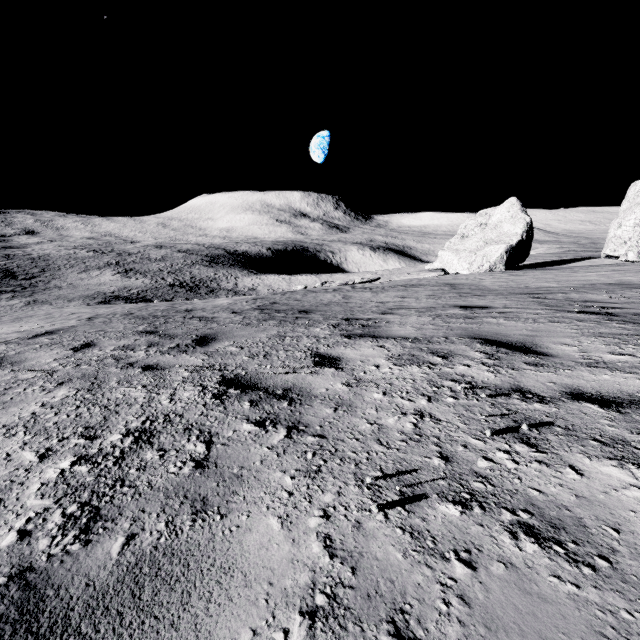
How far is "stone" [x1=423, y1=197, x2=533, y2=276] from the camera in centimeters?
2292cm

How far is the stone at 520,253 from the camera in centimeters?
2292cm

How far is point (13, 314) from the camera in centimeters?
1555cm
